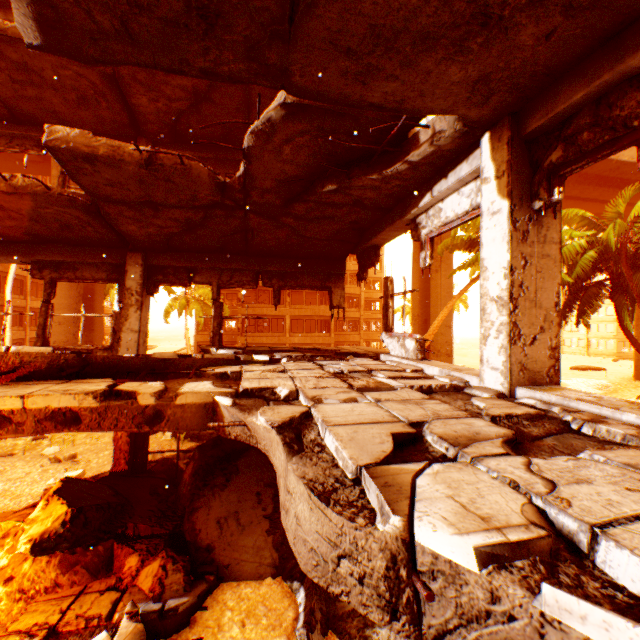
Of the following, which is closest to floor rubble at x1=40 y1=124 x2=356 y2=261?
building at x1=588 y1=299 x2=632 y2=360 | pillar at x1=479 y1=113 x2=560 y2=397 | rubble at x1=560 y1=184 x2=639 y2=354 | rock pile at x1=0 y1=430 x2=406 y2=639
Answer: pillar at x1=479 y1=113 x2=560 y2=397

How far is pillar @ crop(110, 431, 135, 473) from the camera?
6.5 meters

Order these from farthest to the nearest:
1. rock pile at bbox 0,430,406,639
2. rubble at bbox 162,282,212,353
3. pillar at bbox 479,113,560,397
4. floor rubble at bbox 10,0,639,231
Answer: rubble at bbox 162,282,212,353, rock pile at bbox 0,430,406,639, pillar at bbox 479,113,560,397, floor rubble at bbox 10,0,639,231

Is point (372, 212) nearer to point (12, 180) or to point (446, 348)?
point (12, 180)

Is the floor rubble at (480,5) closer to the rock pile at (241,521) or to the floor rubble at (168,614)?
the rock pile at (241,521)

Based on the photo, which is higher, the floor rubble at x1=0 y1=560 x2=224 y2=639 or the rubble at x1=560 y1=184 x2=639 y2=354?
the rubble at x1=560 y1=184 x2=639 y2=354

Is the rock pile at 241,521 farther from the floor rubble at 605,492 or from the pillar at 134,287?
the floor rubble at 605,492

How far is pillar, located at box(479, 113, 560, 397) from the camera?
3.00m
